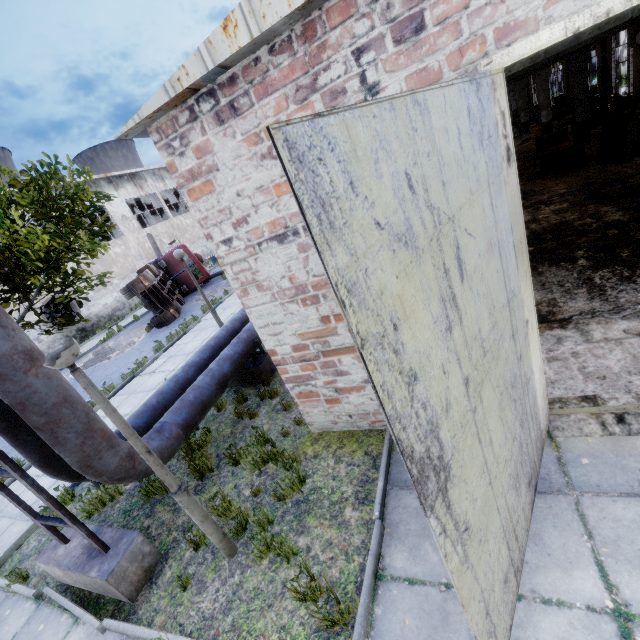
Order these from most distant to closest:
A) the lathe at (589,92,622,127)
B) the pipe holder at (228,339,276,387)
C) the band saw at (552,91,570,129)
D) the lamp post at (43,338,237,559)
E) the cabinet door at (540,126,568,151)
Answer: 1. the band saw at (552,91,570,129)
2. the cabinet door at (540,126,568,151)
3. the lathe at (589,92,622,127)
4. the pipe holder at (228,339,276,387)
5. the lamp post at (43,338,237,559)

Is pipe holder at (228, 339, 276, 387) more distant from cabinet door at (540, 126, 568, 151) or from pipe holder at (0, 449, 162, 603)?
cabinet door at (540, 126, 568, 151)

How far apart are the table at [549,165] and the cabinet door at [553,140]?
5.6 meters

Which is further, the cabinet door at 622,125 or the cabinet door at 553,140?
the cabinet door at 553,140

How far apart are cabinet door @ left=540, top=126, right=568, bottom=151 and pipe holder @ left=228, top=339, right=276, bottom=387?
19.6m

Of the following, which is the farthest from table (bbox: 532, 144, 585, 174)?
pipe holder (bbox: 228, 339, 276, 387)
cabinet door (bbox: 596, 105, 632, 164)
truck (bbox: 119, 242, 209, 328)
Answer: truck (bbox: 119, 242, 209, 328)

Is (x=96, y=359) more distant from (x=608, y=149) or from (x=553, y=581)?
(x=608, y=149)

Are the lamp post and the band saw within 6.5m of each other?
no
